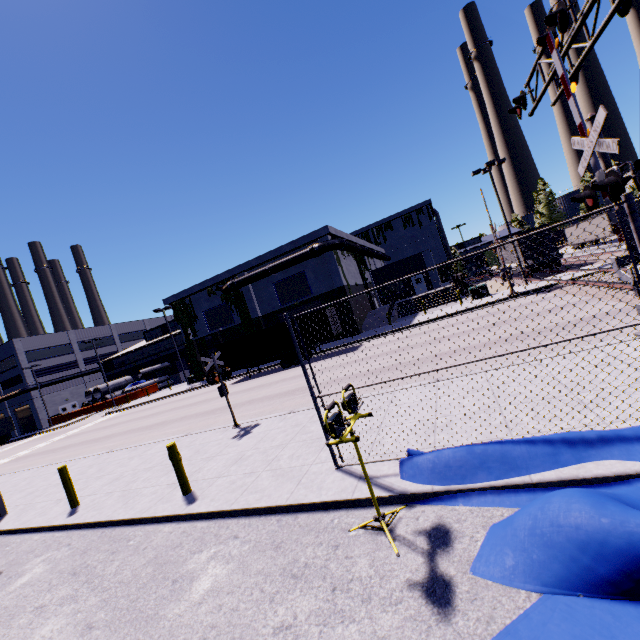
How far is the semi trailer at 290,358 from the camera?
25.6m

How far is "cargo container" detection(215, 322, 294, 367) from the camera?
25.8 meters

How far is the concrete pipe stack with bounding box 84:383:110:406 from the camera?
48.7 meters

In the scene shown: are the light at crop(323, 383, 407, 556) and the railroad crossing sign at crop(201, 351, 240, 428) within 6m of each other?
no

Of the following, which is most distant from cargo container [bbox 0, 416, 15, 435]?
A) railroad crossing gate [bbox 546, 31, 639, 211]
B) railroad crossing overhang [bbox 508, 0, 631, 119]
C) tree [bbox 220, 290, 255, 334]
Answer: railroad crossing overhang [bbox 508, 0, 631, 119]

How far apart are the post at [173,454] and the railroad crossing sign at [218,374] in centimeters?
382cm

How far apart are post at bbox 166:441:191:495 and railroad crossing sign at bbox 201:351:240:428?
3.82m

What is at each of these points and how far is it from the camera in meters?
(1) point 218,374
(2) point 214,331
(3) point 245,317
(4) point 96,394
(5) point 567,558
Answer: (1) railroad crossing sign, 11.4
(2) building, 36.6
(3) tree, 35.2
(4) concrete pipe stack, 49.6
(5) tarp, 2.8
